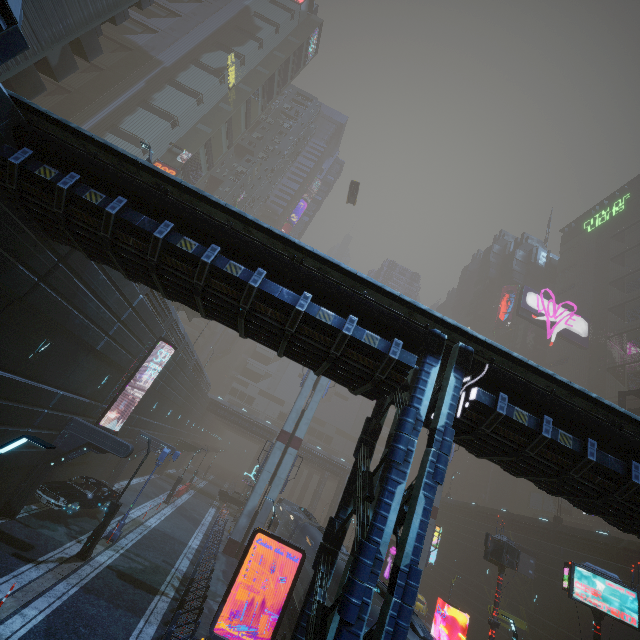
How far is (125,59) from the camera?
45.1m

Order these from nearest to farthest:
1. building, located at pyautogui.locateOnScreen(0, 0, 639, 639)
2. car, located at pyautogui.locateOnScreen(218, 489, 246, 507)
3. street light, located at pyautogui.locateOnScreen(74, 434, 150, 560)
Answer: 1. building, located at pyautogui.locateOnScreen(0, 0, 639, 639)
2. street light, located at pyautogui.locateOnScreen(74, 434, 150, 560)
3. car, located at pyautogui.locateOnScreen(218, 489, 246, 507)

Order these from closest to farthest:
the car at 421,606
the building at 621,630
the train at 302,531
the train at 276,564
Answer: the train at 302,531 → the train at 276,564 → the building at 621,630 → the car at 421,606

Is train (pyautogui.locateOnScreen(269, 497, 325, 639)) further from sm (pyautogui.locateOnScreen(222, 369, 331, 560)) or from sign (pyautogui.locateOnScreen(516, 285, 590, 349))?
sign (pyautogui.locateOnScreen(516, 285, 590, 349))

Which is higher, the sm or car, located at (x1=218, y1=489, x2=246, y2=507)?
car, located at (x1=218, y1=489, x2=246, y2=507)

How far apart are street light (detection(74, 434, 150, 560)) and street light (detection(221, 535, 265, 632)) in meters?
6.7

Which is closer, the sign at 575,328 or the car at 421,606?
the car at 421,606

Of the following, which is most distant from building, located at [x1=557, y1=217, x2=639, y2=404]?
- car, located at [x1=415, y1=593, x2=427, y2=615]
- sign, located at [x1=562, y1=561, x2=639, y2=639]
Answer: car, located at [x1=415, y1=593, x2=427, y2=615]
